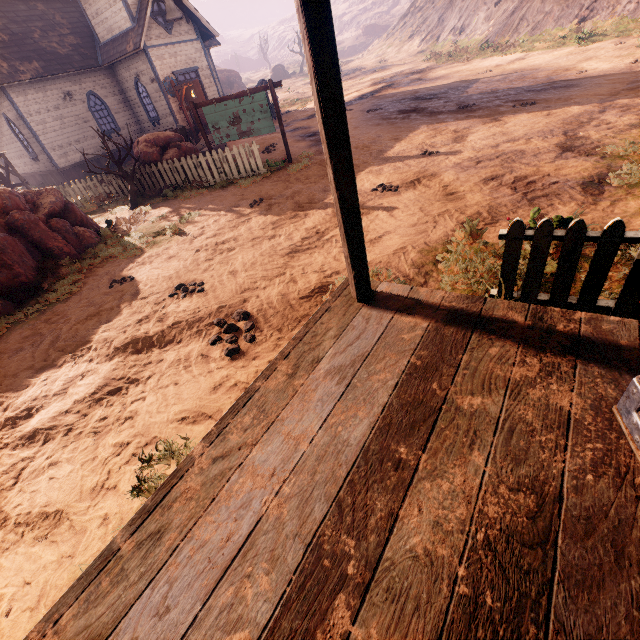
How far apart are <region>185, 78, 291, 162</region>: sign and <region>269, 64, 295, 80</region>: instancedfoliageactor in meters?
55.2 m

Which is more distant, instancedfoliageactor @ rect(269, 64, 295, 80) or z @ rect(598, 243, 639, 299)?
instancedfoliageactor @ rect(269, 64, 295, 80)

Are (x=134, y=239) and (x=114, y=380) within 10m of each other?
yes

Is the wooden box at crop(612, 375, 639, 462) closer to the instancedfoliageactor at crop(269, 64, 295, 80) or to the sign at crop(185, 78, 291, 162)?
the sign at crop(185, 78, 291, 162)

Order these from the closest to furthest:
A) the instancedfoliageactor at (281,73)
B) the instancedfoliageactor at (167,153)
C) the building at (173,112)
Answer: the instancedfoliageactor at (167,153), the building at (173,112), the instancedfoliageactor at (281,73)

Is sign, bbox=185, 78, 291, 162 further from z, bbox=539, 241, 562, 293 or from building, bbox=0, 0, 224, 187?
building, bbox=0, 0, 224, 187

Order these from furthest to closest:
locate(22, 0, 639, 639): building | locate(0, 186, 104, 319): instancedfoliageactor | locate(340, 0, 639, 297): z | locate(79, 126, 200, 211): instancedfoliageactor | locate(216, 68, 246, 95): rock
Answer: locate(216, 68, 246, 95): rock < locate(79, 126, 200, 211): instancedfoliageactor < locate(0, 186, 104, 319): instancedfoliageactor < locate(340, 0, 639, 297): z < locate(22, 0, 639, 639): building

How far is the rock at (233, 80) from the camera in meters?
45.3
